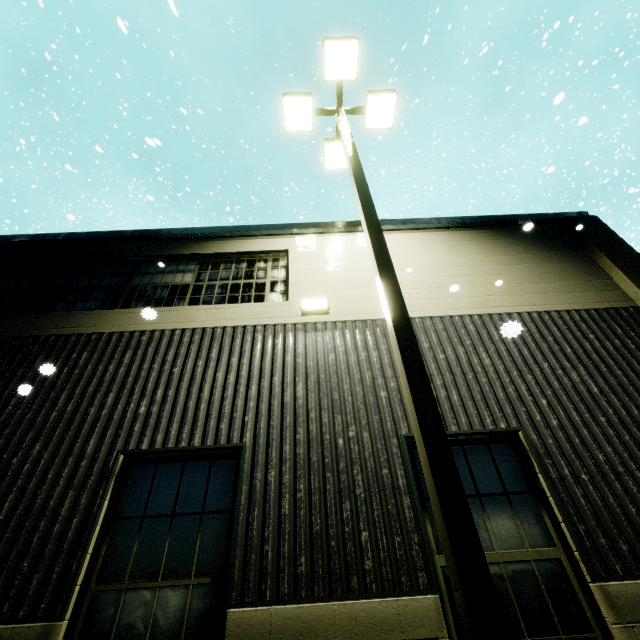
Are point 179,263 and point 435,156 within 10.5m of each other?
no

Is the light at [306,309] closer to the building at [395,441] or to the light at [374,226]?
the building at [395,441]

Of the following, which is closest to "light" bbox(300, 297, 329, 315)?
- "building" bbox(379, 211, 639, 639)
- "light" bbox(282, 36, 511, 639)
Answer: "building" bbox(379, 211, 639, 639)

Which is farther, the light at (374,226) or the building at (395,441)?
the building at (395,441)

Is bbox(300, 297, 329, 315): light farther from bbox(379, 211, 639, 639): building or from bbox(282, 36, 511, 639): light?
bbox(282, 36, 511, 639): light

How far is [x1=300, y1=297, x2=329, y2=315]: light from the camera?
5.31m

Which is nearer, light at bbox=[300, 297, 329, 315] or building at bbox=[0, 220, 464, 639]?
building at bbox=[0, 220, 464, 639]
